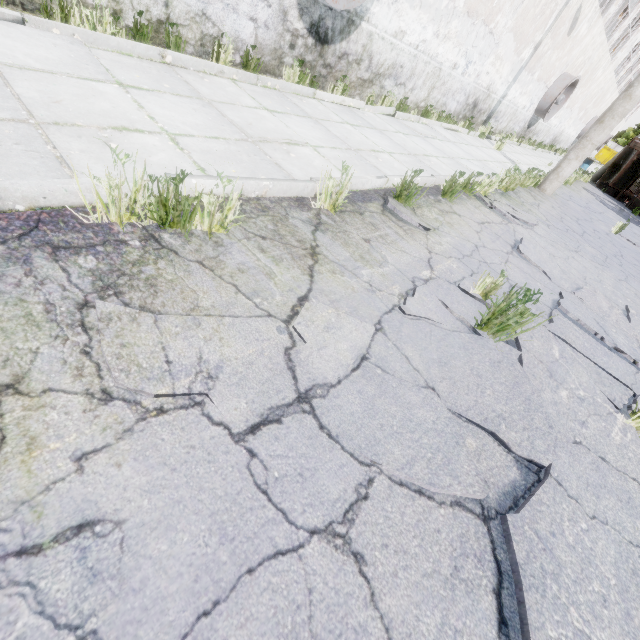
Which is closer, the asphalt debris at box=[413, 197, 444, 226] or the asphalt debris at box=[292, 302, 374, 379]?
the asphalt debris at box=[292, 302, 374, 379]

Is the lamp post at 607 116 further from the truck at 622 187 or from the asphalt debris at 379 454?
the truck at 622 187

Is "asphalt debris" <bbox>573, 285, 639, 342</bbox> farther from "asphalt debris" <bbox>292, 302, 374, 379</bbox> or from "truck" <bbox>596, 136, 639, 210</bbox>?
"truck" <bbox>596, 136, 639, 210</bbox>

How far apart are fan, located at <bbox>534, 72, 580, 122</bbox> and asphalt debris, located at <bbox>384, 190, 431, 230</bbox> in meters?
18.6

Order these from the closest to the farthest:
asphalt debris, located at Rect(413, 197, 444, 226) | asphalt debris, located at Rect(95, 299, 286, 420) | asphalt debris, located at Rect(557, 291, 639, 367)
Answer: asphalt debris, located at Rect(95, 299, 286, 420) → asphalt debris, located at Rect(557, 291, 639, 367) → asphalt debris, located at Rect(413, 197, 444, 226)

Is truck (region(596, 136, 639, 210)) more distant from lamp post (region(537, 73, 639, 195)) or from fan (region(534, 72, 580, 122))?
lamp post (region(537, 73, 639, 195))

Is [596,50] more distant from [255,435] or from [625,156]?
[255,435]

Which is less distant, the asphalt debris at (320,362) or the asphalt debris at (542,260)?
the asphalt debris at (320,362)
